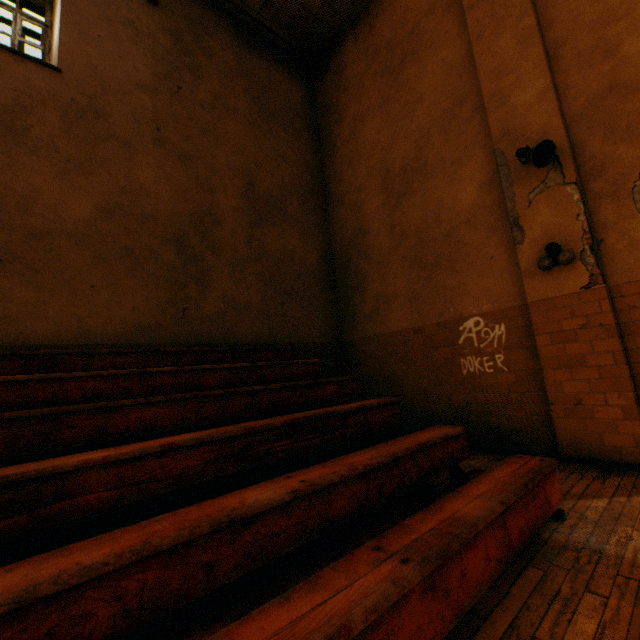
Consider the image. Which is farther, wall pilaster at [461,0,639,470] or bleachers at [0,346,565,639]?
wall pilaster at [461,0,639,470]

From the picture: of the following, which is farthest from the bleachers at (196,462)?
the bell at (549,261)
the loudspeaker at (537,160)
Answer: the loudspeaker at (537,160)

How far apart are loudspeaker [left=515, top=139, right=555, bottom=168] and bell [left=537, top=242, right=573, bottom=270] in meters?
1.0

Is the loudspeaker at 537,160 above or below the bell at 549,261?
above

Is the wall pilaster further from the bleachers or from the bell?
the bleachers

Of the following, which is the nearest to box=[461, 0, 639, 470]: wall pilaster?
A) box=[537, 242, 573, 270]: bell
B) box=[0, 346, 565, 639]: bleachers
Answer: box=[537, 242, 573, 270]: bell

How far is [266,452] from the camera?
2.59m

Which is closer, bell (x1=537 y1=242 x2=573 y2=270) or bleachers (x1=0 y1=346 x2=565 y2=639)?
bleachers (x1=0 y1=346 x2=565 y2=639)
